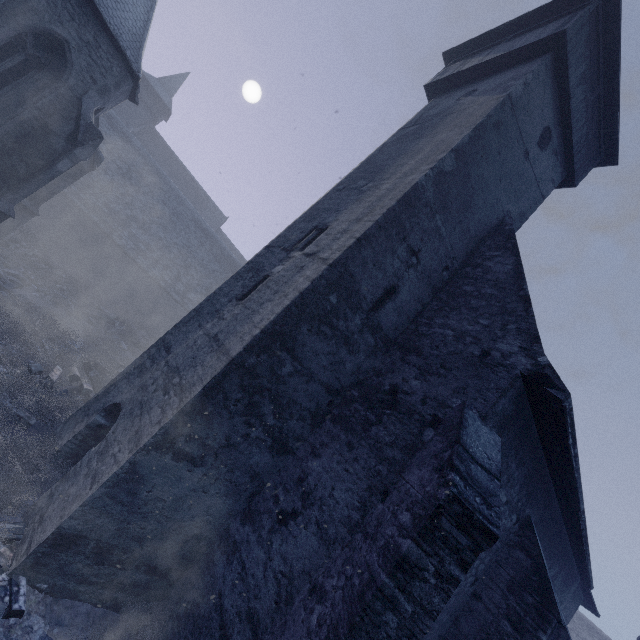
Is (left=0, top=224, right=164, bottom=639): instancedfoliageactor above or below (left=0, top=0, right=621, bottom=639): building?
below

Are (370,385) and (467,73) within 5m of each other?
no

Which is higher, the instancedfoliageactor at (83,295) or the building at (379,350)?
the building at (379,350)
